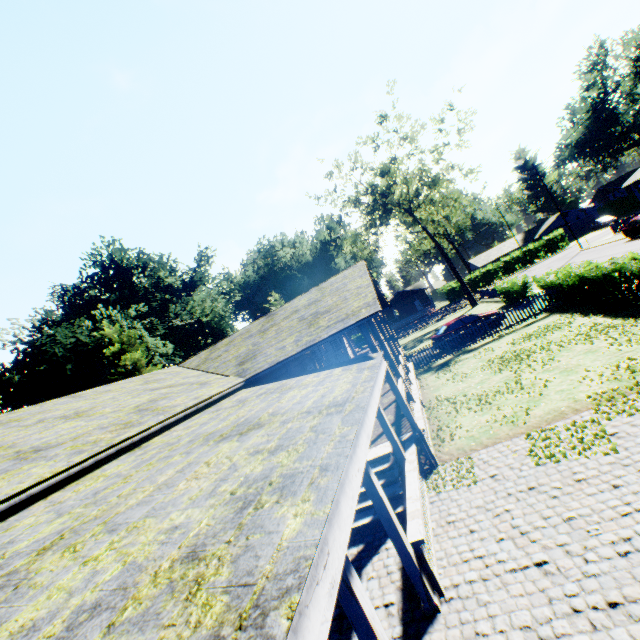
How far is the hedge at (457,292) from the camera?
55.6m

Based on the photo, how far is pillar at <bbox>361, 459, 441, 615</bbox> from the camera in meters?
4.9

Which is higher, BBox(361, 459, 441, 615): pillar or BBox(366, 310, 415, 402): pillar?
BBox(366, 310, 415, 402): pillar

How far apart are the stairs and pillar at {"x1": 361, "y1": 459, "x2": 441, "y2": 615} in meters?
2.7 m

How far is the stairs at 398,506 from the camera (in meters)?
7.35

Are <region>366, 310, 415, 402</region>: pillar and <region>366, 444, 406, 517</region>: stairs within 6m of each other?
yes

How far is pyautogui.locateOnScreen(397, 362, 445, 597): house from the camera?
5.07m

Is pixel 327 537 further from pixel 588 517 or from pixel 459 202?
pixel 459 202
